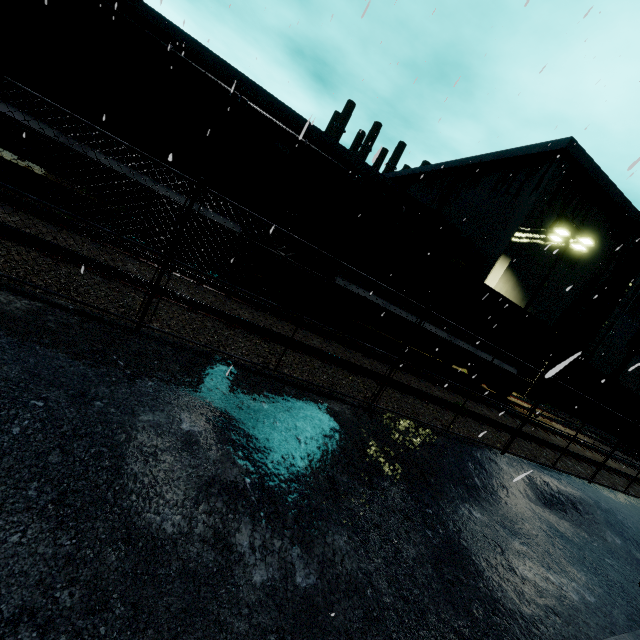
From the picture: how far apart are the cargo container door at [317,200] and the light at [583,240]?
15.18m

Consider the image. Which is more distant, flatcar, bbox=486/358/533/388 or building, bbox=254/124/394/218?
building, bbox=254/124/394/218

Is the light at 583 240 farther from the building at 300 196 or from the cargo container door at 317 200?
the cargo container door at 317 200

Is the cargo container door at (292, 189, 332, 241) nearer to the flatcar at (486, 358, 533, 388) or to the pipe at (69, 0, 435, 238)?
the flatcar at (486, 358, 533, 388)

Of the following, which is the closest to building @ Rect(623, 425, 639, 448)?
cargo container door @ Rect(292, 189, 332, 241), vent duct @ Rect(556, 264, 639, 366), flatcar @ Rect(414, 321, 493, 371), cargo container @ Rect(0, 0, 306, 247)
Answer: vent duct @ Rect(556, 264, 639, 366)

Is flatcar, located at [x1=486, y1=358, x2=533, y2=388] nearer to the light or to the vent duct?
the light

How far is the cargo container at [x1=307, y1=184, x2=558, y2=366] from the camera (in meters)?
10.23

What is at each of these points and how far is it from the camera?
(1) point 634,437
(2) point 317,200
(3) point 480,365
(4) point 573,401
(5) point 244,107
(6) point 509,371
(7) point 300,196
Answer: (1) building, 34.8 meters
(2) cargo container door, 11.0 meters
(3) flatcar, 13.9 meters
(4) building, 30.0 meters
(5) pipe, 22.3 meters
(6) flatcar, 14.3 meters
(7) building, 18.8 meters
